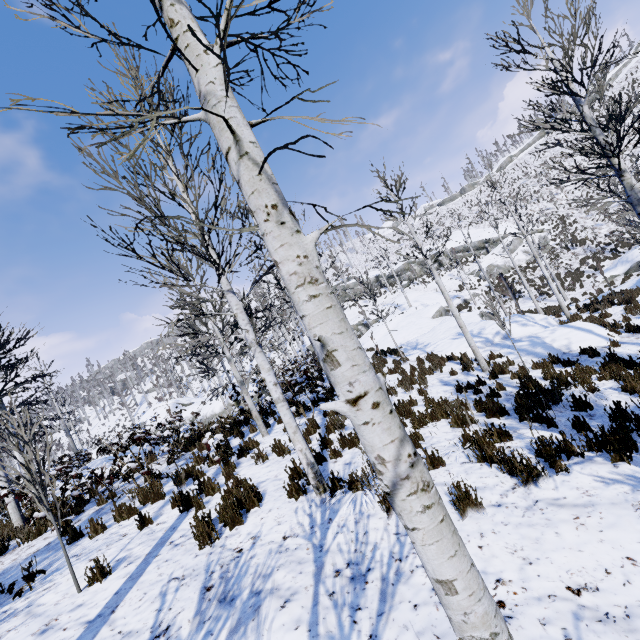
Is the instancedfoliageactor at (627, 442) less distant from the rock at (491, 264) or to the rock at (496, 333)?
the rock at (496, 333)

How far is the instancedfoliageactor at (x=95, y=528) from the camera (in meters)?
6.10

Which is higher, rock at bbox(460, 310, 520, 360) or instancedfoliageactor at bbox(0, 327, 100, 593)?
instancedfoliageactor at bbox(0, 327, 100, 593)

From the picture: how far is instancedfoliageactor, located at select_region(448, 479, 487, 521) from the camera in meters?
3.7

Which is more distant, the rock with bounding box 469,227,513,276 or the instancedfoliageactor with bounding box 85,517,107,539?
the rock with bounding box 469,227,513,276

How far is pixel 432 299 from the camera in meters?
35.9

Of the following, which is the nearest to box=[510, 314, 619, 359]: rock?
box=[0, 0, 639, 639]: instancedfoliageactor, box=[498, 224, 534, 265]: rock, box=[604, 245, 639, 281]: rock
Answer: box=[0, 0, 639, 639]: instancedfoliageactor

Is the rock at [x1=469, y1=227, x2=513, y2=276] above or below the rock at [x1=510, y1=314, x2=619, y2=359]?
above
